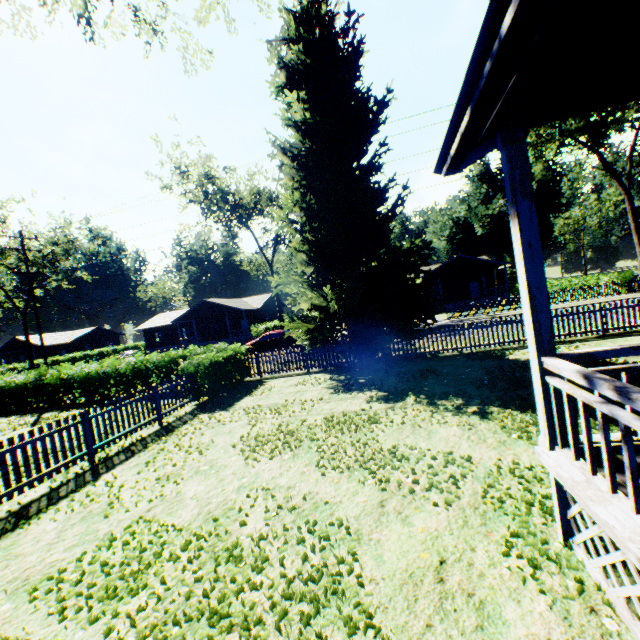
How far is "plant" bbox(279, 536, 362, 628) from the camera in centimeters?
315cm

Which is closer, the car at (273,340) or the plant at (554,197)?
the car at (273,340)

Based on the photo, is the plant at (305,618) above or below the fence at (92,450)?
below

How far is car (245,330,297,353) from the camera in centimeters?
2812cm

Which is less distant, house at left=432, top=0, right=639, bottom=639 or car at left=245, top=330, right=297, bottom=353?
house at left=432, top=0, right=639, bottom=639

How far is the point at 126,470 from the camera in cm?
741

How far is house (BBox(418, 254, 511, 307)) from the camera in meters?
38.4
